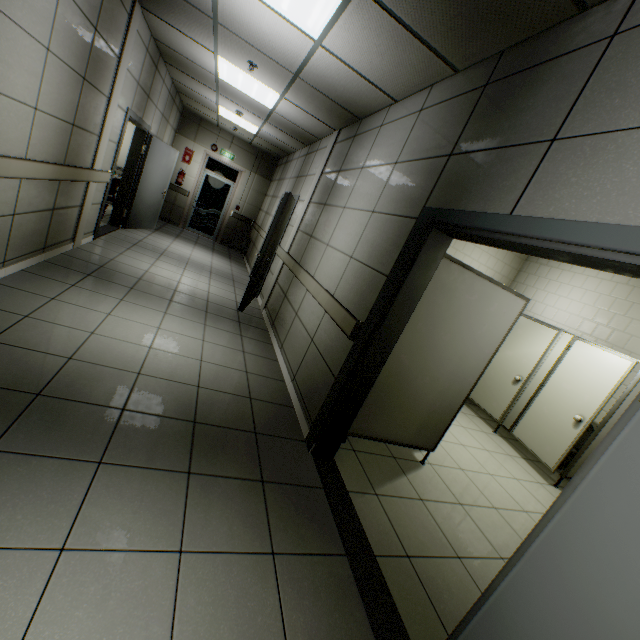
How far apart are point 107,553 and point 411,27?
3.70m

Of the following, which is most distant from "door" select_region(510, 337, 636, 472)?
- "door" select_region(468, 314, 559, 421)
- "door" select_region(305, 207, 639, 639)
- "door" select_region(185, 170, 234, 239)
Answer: "door" select_region(185, 170, 234, 239)

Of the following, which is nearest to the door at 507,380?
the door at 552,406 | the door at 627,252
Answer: the door at 552,406

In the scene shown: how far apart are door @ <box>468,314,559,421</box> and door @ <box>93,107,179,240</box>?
7.1 meters

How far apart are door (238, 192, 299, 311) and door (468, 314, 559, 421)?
4.2m

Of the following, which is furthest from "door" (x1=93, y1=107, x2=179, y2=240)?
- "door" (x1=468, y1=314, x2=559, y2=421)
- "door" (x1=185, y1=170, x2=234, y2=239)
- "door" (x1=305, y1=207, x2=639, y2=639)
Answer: "door" (x1=468, y1=314, x2=559, y2=421)

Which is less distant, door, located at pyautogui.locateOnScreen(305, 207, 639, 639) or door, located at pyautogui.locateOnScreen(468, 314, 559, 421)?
door, located at pyautogui.locateOnScreen(305, 207, 639, 639)

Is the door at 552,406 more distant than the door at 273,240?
No
